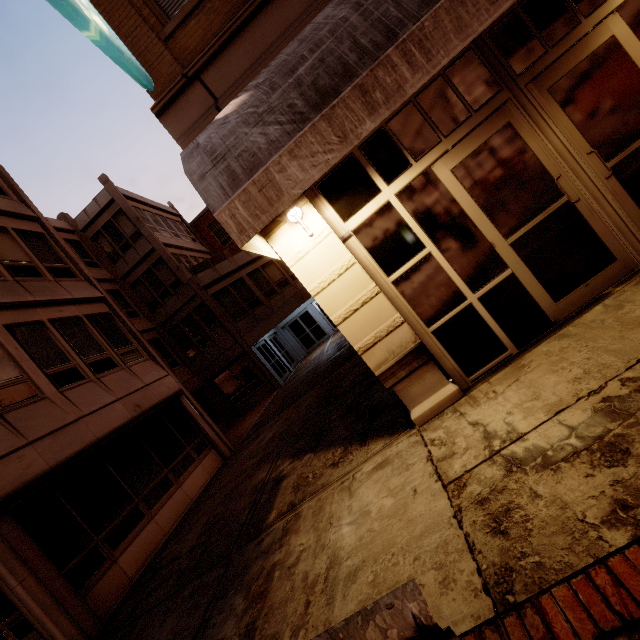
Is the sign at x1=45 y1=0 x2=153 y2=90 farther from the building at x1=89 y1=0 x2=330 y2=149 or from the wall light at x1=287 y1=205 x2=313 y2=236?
the wall light at x1=287 y1=205 x2=313 y2=236

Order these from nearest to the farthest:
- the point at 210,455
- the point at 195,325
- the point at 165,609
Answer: the point at 165,609
the point at 210,455
the point at 195,325

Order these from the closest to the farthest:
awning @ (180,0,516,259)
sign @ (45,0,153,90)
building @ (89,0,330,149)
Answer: awning @ (180,0,516,259) → sign @ (45,0,153,90) → building @ (89,0,330,149)

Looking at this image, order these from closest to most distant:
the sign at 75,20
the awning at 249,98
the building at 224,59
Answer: the awning at 249,98, the sign at 75,20, the building at 224,59

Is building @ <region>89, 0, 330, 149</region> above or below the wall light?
above

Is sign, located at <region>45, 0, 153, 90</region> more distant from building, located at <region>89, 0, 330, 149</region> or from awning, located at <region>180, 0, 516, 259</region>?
awning, located at <region>180, 0, 516, 259</region>

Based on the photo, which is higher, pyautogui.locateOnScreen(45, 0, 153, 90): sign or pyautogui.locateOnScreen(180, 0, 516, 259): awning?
pyautogui.locateOnScreen(45, 0, 153, 90): sign

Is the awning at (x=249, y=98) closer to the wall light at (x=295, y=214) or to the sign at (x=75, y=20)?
the wall light at (x=295, y=214)
